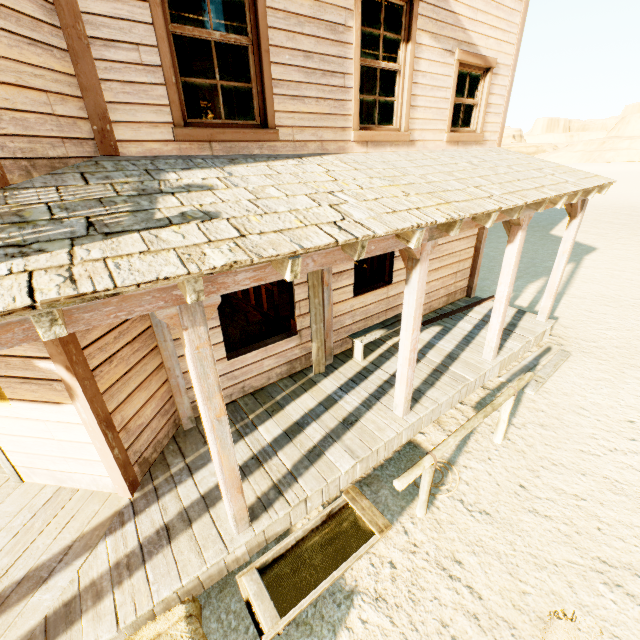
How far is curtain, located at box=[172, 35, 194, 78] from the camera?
3.4 meters

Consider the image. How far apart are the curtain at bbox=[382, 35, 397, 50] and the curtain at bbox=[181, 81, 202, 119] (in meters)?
1.49

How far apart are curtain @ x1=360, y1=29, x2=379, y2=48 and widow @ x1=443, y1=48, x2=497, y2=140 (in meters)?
1.16

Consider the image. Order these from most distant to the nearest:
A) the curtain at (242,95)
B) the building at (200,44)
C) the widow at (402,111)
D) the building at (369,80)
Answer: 1. the building at (369,80)
2. the building at (200,44)
3. the widow at (402,111)
4. the curtain at (242,95)

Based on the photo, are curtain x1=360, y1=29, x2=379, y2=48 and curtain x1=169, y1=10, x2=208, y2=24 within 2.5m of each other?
yes

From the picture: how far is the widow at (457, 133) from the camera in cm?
559

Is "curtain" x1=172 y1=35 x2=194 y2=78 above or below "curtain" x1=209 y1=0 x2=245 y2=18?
below

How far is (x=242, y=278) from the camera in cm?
237
